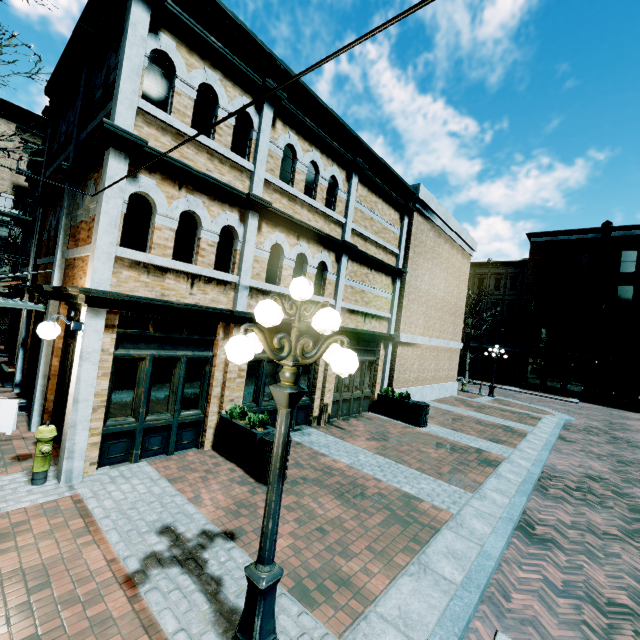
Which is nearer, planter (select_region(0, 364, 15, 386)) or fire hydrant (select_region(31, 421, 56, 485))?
fire hydrant (select_region(31, 421, 56, 485))

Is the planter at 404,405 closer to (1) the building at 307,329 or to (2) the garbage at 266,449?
(1) the building at 307,329

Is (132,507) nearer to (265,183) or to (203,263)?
(203,263)

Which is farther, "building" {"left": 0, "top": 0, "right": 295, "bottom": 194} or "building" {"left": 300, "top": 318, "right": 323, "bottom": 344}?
"building" {"left": 300, "top": 318, "right": 323, "bottom": 344}

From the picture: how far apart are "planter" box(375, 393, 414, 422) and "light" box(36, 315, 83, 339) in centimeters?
1054cm

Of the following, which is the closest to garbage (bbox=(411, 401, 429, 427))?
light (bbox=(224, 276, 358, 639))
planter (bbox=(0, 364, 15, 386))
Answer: light (bbox=(224, 276, 358, 639))

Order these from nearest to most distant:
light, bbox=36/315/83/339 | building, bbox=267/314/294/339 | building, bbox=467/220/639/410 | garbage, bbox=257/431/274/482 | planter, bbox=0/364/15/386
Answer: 1. light, bbox=36/315/83/339
2. garbage, bbox=257/431/274/482
3. building, bbox=267/314/294/339
4. planter, bbox=0/364/15/386
5. building, bbox=467/220/639/410

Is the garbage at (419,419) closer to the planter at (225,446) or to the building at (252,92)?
the building at (252,92)
